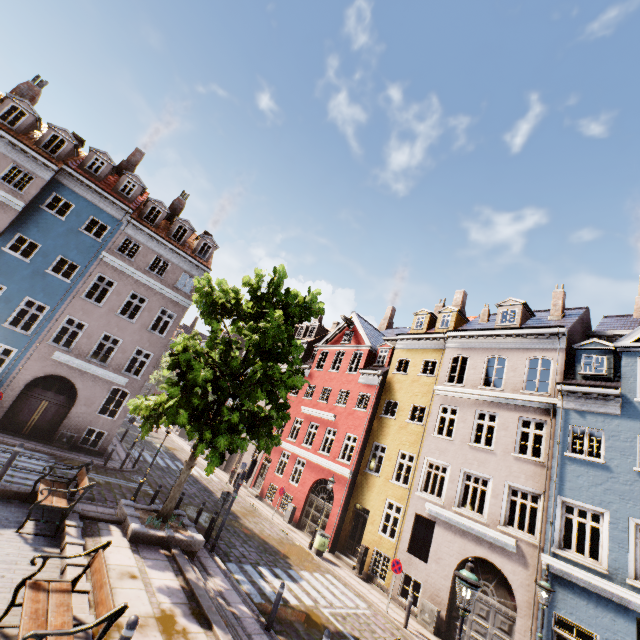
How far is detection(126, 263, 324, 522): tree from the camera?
10.69m

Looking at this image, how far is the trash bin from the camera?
16.7m

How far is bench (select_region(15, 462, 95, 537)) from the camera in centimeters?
821cm

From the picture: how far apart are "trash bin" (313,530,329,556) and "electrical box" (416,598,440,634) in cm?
509

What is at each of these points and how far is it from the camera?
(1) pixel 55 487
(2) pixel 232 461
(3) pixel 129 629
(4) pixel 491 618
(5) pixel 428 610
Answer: (1) bench, 9.6 meters
(2) building, 29.9 meters
(3) bollard, 4.5 meters
(4) building, 12.4 meters
(5) electrical box, 13.4 meters

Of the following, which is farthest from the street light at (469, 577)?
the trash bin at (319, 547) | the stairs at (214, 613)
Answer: the trash bin at (319, 547)

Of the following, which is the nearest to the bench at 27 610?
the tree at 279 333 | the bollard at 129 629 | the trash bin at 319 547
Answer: the bollard at 129 629

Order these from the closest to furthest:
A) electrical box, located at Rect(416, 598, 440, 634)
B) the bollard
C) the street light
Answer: the bollard
the street light
electrical box, located at Rect(416, 598, 440, 634)
